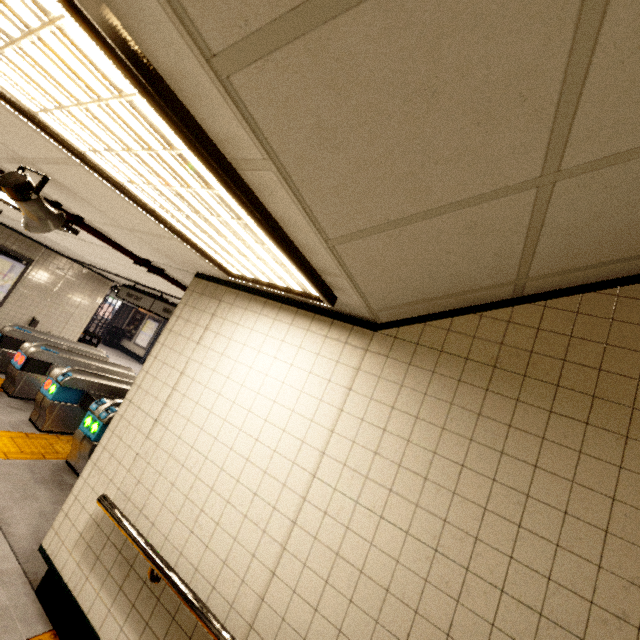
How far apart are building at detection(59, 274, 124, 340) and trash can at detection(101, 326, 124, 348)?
8.87m

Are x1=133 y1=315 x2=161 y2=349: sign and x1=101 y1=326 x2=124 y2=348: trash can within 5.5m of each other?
yes

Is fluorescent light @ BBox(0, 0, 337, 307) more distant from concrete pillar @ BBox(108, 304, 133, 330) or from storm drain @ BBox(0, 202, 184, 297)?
concrete pillar @ BBox(108, 304, 133, 330)

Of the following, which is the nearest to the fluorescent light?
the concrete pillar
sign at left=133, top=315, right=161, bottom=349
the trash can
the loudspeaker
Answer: the loudspeaker

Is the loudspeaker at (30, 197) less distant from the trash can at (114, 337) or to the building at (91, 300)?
the building at (91, 300)

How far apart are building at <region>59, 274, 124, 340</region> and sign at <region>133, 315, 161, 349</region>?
7.7m

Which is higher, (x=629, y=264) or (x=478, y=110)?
(x=629, y=264)

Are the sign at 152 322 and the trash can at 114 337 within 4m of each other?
yes
